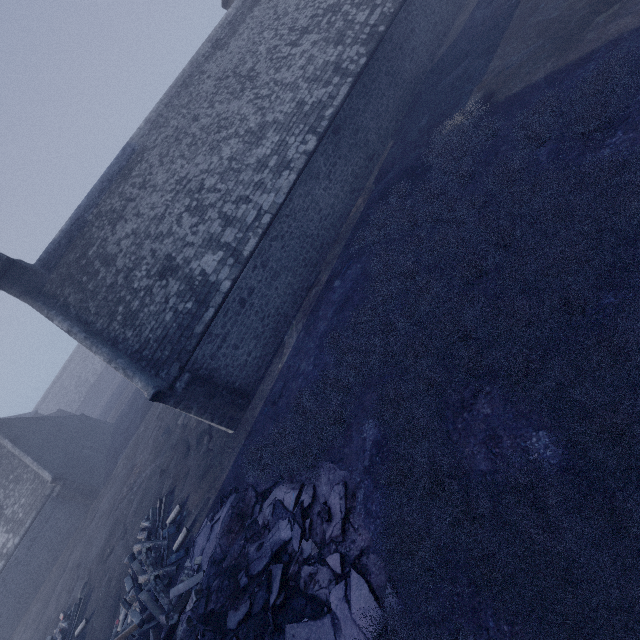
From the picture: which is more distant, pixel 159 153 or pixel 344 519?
pixel 159 153

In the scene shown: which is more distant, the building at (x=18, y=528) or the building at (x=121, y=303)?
the building at (x=18, y=528)

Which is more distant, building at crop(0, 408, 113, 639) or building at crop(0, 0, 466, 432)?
building at crop(0, 408, 113, 639)
